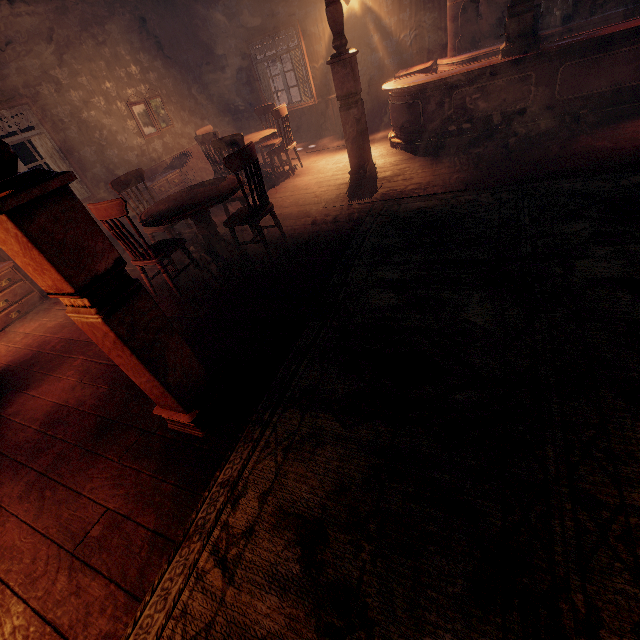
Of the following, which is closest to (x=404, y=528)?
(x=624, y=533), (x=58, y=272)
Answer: (x=624, y=533)

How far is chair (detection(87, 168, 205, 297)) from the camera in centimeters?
323cm

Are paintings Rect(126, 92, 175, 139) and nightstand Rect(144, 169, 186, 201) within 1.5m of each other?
yes

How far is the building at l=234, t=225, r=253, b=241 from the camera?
4.7 meters

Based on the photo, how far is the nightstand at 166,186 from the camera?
6.6 meters

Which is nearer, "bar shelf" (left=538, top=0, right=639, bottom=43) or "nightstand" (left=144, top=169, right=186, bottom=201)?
"bar shelf" (left=538, top=0, right=639, bottom=43)

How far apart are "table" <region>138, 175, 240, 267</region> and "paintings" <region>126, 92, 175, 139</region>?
4.3m

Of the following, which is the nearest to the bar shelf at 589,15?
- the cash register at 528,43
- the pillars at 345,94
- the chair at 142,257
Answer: the cash register at 528,43
